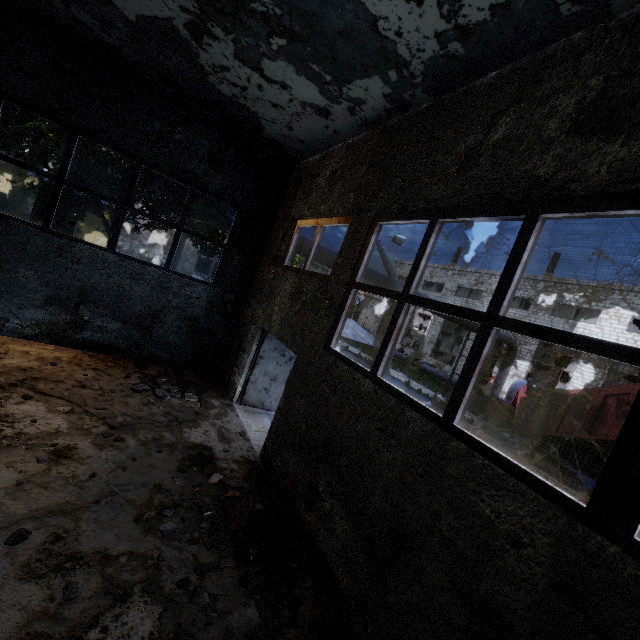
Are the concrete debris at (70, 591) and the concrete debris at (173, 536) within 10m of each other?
yes

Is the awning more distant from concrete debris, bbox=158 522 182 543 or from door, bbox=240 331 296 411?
concrete debris, bbox=158 522 182 543

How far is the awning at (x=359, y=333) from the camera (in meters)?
6.41

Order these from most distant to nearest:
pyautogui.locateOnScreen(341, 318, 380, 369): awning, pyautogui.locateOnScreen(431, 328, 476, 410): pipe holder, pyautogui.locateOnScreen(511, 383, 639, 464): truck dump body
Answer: pyautogui.locateOnScreen(431, 328, 476, 410): pipe holder → pyautogui.locateOnScreen(511, 383, 639, 464): truck dump body → pyautogui.locateOnScreen(341, 318, 380, 369): awning

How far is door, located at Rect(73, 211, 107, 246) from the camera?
25.5m

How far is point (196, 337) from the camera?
9.5 meters

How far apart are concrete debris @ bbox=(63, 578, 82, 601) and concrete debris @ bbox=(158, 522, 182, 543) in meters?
0.9

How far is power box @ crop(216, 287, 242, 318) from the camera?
9.5 meters
